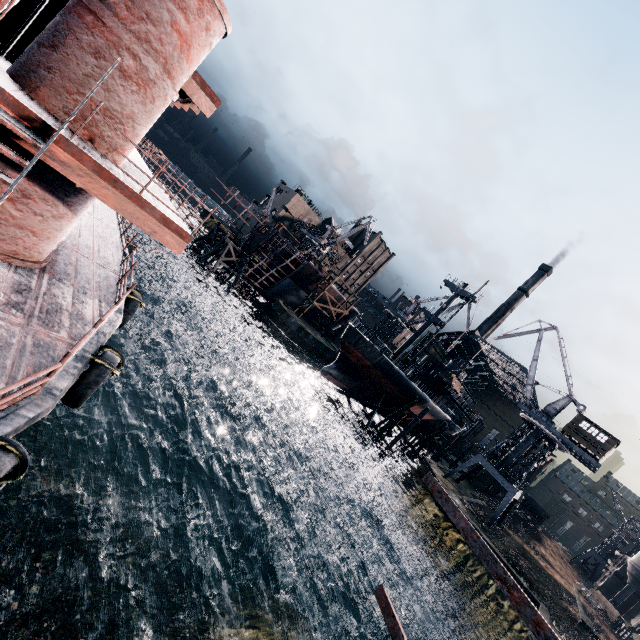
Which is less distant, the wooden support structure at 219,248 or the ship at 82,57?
the ship at 82,57

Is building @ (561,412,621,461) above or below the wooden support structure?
above

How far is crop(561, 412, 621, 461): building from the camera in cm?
3831

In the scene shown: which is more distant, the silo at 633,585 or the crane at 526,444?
the silo at 633,585

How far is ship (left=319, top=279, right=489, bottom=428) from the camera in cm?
4188

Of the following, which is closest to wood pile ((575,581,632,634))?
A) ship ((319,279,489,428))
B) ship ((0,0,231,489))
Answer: ship ((319,279,489,428))

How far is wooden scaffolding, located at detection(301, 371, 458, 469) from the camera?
44.97m

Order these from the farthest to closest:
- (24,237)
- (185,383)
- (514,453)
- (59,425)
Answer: (514,453) → (185,383) → (59,425) → (24,237)
